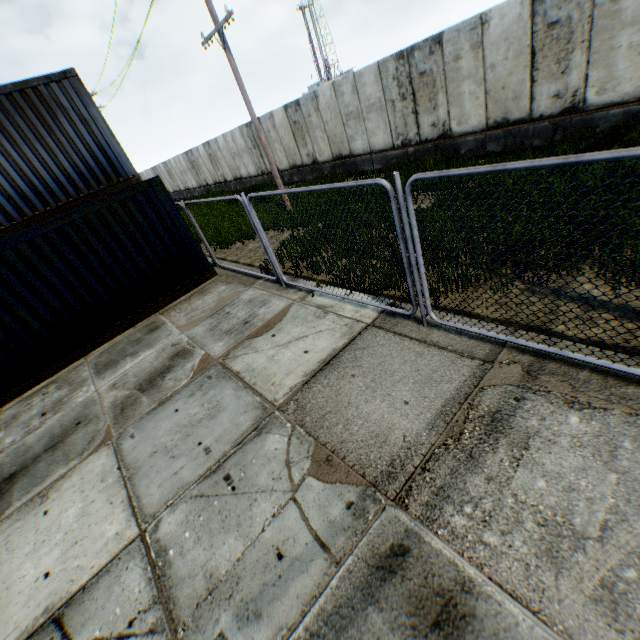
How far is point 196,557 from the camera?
3.15m

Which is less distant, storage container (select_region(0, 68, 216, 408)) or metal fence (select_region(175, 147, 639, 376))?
metal fence (select_region(175, 147, 639, 376))

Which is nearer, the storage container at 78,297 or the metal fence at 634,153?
the metal fence at 634,153
